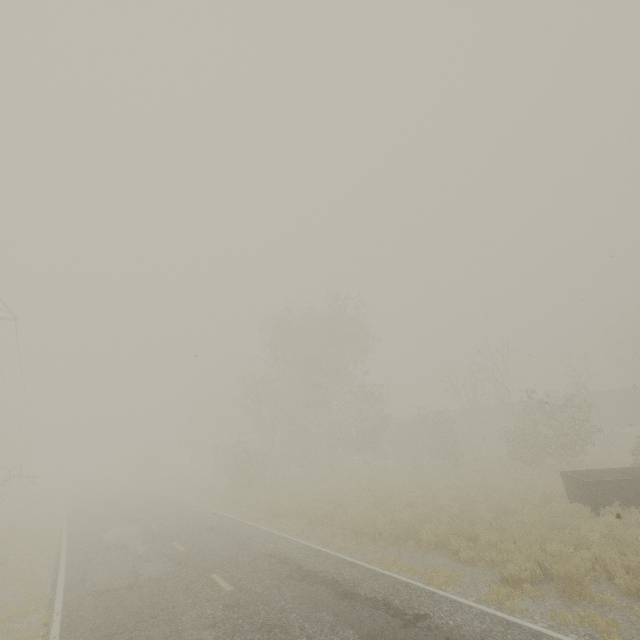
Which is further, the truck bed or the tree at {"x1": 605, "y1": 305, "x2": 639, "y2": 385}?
the tree at {"x1": 605, "y1": 305, "x2": 639, "y2": 385}

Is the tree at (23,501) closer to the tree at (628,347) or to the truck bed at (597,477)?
the tree at (628,347)

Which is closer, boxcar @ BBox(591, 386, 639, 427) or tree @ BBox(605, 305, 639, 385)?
boxcar @ BBox(591, 386, 639, 427)

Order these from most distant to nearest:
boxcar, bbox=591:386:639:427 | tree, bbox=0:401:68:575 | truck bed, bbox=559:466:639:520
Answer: boxcar, bbox=591:386:639:427, tree, bbox=0:401:68:575, truck bed, bbox=559:466:639:520

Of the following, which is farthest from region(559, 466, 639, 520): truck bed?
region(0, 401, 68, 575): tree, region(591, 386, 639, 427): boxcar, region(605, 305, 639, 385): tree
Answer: region(605, 305, 639, 385): tree

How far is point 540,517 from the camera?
12.1m

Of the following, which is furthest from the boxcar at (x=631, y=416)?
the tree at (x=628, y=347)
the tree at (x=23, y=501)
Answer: the tree at (x=23, y=501)

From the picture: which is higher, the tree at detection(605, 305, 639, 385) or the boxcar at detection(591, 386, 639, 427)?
the tree at detection(605, 305, 639, 385)
